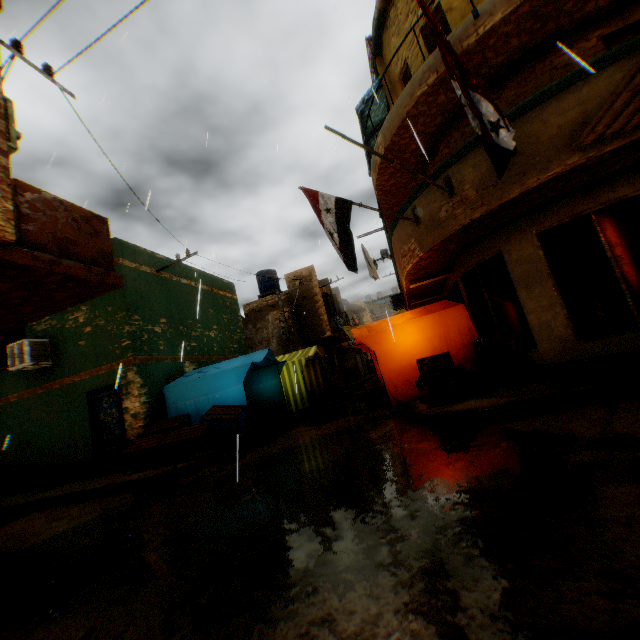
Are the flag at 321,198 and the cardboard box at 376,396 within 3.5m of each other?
yes

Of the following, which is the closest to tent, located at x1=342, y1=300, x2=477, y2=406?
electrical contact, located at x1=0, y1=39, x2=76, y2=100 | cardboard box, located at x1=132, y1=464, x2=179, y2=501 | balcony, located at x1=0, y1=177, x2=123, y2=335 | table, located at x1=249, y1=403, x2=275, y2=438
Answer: table, located at x1=249, y1=403, x2=275, y2=438

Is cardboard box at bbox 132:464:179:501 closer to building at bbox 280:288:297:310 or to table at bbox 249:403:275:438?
table at bbox 249:403:275:438

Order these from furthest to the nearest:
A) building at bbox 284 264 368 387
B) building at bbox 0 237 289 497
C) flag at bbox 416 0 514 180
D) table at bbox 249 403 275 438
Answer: building at bbox 284 264 368 387, building at bbox 0 237 289 497, table at bbox 249 403 275 438, flag at bbox 416 0 514 180

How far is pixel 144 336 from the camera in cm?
1011

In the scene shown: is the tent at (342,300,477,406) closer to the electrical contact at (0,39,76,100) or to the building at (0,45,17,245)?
the building at (0,45,17,245)

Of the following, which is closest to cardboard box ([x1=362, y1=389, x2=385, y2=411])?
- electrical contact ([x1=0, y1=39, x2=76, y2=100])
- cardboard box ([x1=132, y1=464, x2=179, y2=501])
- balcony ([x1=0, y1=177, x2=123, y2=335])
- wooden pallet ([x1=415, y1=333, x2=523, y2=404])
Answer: wooden pallet ([x1=415, y1=333, x2=523, y2=404])

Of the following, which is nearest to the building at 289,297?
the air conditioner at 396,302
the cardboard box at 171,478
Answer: the air conditioner at 396,302
